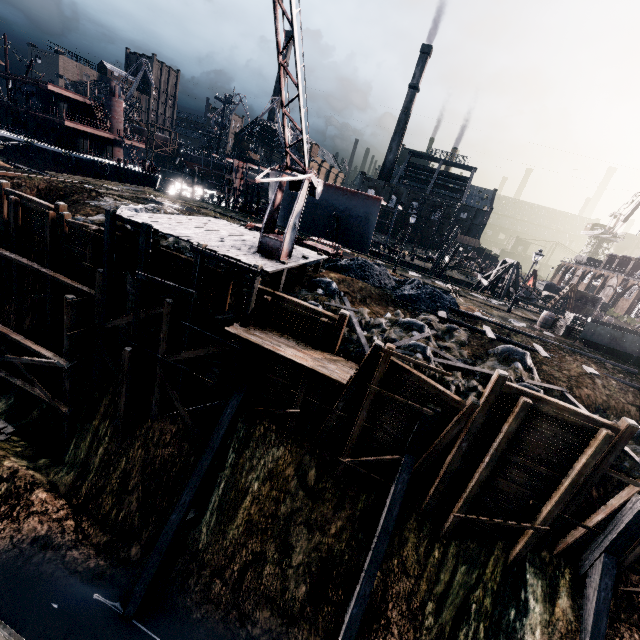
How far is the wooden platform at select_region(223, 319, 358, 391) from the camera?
13.19m

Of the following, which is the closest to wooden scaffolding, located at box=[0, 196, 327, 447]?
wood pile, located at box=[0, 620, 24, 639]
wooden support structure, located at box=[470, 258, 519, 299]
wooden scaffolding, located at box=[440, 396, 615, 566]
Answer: wooden scaffolding, located at box=[440, 396, 615, 566]

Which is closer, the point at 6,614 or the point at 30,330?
the point at 6,614

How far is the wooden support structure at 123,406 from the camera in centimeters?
1656cm

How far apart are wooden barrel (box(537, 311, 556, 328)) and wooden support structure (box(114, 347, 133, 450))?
29.90m

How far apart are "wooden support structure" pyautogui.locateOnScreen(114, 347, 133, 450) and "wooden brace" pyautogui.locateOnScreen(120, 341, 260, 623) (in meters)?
5.58

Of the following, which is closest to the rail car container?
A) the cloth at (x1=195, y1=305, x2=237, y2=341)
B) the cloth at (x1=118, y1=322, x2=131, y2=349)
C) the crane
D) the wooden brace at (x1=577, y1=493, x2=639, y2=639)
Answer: the wooden brace at (x1=577, y1=493, x2=639, y2=639)

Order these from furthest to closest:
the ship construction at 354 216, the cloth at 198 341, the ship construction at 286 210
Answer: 1. the ship construction at 286 210
2. the ship construction at 354 216
3. the cloth at 198 341
